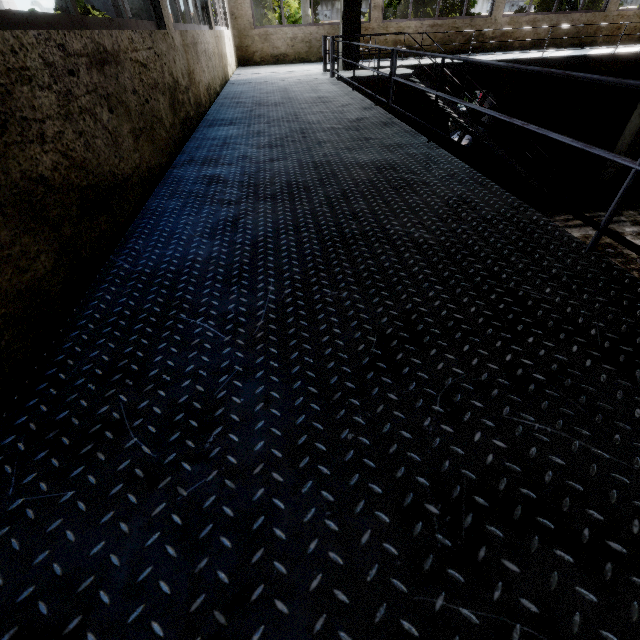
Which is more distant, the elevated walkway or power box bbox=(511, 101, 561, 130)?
power box bbox=(511, 101, 561, 130)

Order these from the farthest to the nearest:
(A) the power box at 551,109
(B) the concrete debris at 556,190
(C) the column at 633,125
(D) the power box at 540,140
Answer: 1. (D) the power box at 540,140
2. (A) the power box at 551,109
3. (B) the concrete debris at 556,190
4. (C) the column at 633,125

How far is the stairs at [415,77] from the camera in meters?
7.6 m

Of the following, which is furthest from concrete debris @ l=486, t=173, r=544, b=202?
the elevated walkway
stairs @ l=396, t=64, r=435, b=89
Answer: the elevated walkway

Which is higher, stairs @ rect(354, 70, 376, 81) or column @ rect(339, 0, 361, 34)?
column @ rect(339, 0, 361, 34)

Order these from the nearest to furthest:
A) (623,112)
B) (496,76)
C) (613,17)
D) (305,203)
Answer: (305,203) → (613,17) → (496,76) → (623,112)

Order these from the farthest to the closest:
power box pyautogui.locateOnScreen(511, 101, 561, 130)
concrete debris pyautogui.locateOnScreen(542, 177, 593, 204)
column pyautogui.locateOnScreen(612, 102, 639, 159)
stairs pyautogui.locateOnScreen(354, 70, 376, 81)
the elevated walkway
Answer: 1. power box pyautogui.locateOnScreen(511, 101, 561, 130)
2. concrete debris pyautogui.locateOnScreen(542, 177, 593, 204)
3. column pyautogui.locateOnScreen(612, 102, 639, 159)
4. stairs pyautogui.locateOnScreen(354, 70, 376, 81)
5. the elevated walkway

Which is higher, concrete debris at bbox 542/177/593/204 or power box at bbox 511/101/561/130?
power box at bbox 511/101/561/130
